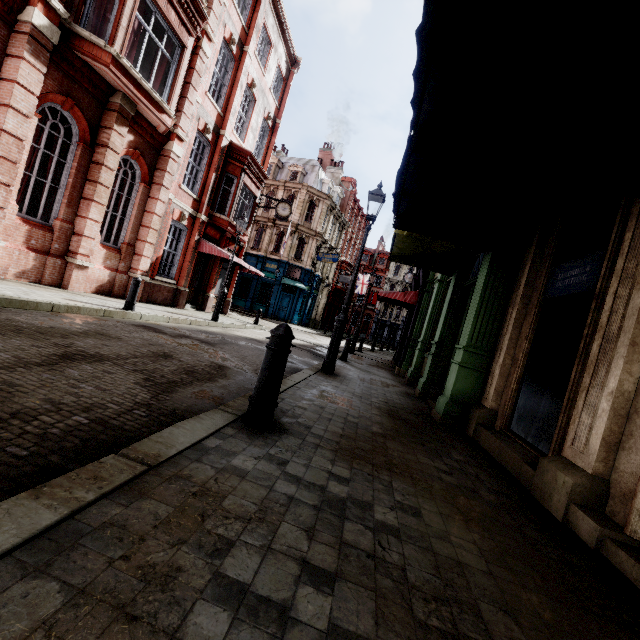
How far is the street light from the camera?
7.8m

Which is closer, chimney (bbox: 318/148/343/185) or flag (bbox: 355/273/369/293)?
chimney (bbox: 318/148/343/185)

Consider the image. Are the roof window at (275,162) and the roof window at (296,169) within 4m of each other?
yes

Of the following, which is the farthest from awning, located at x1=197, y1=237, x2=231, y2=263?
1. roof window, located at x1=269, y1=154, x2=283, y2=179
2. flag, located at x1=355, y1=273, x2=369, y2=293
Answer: flag, located at x1=355, y1=273, x2=369, y2=293

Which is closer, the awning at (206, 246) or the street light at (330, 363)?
the street light at (330, 363)

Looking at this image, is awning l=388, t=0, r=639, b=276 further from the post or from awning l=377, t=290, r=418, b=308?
awning l=377, t=290, r=418, b=308

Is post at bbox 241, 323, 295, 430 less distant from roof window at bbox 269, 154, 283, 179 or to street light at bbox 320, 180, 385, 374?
street light at bbox 320, 180, 385, 374

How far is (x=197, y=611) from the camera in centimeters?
109cm
